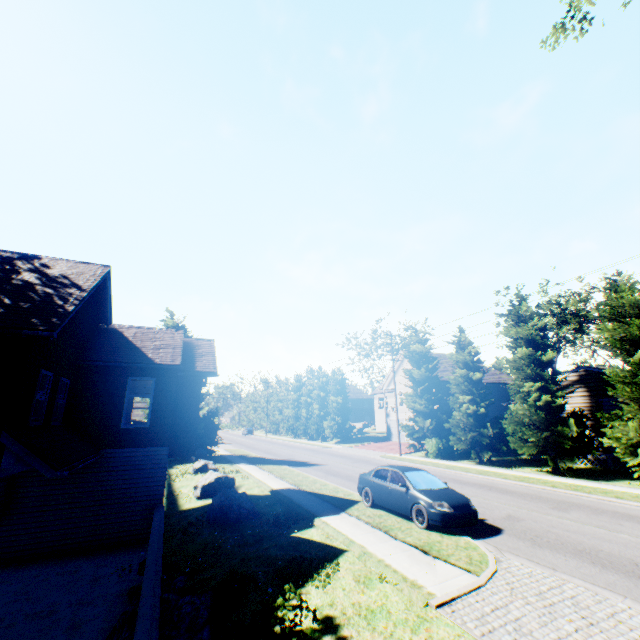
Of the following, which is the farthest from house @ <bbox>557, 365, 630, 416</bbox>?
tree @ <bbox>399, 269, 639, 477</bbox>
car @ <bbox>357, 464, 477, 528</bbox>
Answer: car @ <bbox>357, 464, 477, 528</bbox>

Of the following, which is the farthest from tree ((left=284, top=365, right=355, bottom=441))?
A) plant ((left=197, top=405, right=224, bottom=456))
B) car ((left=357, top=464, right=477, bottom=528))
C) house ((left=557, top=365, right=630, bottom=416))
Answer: car ((left=357, top=464, right=477, bottom=528))

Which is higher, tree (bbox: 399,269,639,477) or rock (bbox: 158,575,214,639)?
tree (bbox: 399,269,639,477)

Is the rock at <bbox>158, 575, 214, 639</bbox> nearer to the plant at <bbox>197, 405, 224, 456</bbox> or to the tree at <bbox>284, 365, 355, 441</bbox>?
the tree at <bbox>284, 365, 355, 441</bbox>

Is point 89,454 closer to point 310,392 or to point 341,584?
point 341,584

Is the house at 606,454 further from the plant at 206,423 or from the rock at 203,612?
the plant at 206,423

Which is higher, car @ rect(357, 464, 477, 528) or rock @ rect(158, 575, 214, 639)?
car @ rect(357, 464, 477, 528)

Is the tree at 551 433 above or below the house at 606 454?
above
